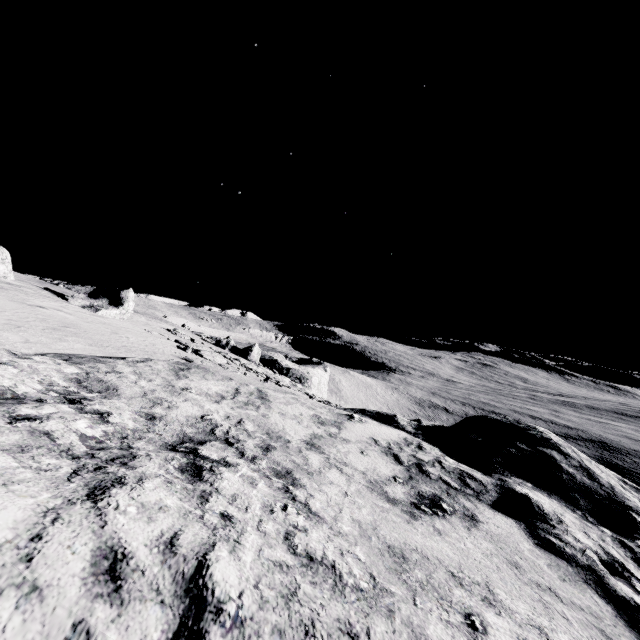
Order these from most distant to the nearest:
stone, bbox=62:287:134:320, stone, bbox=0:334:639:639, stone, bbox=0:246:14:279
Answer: stone, bbox=62:287:134:320
stone, bbox=0:246:14:279
stone, bbox=0:334:639:639

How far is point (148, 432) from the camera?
6.0m

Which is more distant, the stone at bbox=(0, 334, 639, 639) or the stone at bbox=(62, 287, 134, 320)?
the stone at bbox=(62, 287, 134, 320)

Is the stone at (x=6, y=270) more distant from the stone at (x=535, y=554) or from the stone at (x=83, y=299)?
the stone at (x=535, y=554)

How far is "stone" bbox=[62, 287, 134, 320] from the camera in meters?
20.7

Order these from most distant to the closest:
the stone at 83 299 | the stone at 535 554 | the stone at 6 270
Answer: the stone at 83 299, the stone at 6 270, the stone at 535 554

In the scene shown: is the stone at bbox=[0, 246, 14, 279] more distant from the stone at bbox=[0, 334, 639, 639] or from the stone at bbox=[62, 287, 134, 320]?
the stone at bbox=[0, 334, 639, 639]

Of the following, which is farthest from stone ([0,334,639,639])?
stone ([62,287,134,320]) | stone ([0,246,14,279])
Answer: stone ([0,246,14,279])
